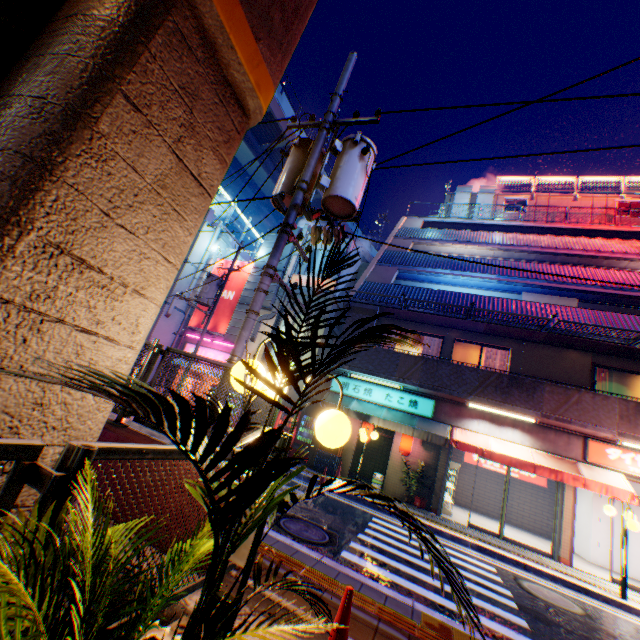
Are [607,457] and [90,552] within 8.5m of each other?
no

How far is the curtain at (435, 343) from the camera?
14.12m

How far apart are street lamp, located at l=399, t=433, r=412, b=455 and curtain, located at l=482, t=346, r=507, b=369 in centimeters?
353cm

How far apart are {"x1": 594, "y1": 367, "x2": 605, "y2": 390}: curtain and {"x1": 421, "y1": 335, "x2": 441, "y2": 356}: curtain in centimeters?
514cm

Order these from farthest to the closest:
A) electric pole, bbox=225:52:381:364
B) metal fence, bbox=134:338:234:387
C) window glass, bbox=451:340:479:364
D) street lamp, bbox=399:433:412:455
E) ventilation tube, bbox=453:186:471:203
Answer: ventilation tube, bbox=453:186:471:203, window glass, bbox=451:340:479:364, street lamp, bbox=399:433:412:455, electric pole, bbox=225:52:381:364, metal fence, bbox=134:338:234:387

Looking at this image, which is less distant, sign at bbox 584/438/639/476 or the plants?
the plants

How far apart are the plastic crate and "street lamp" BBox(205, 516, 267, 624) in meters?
11.2

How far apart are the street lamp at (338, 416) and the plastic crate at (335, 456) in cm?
1118
